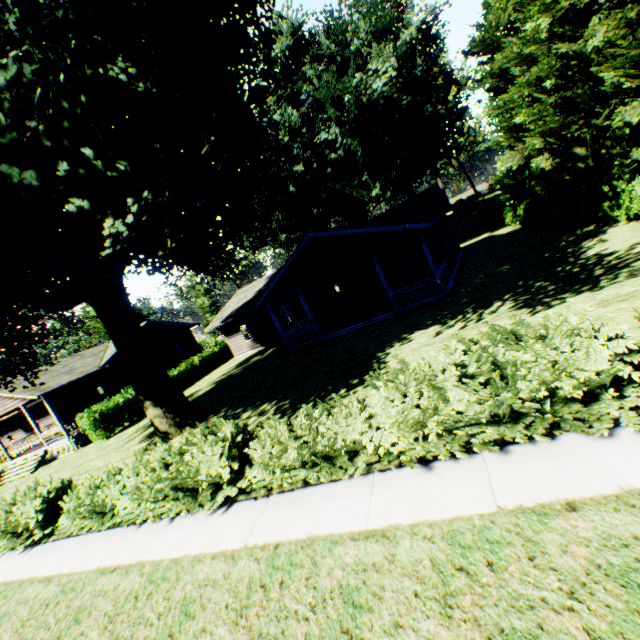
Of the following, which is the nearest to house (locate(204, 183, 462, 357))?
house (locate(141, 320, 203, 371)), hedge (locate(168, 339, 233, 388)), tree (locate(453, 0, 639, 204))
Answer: hedge (locate(168, 339, 233, 388))

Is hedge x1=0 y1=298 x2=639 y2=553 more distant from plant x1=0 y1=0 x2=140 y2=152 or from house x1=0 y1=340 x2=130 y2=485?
house x1=0 y1=340 x2=130 y2=485

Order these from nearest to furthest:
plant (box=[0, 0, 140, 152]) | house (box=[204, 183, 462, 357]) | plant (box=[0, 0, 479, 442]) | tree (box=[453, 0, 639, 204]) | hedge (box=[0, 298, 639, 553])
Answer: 1. hedge (box=[0, 298, 639, 553])
2. plant (box=[0, 0, 140, 152])
3. plant (box=[0, 0, 479, 442])
4. tree (box=[453, 0, 639, 204])
5. house (box=[204, 183, 462, 357])

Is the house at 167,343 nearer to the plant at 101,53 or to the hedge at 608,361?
the plant at 101,53

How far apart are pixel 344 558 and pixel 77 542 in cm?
825

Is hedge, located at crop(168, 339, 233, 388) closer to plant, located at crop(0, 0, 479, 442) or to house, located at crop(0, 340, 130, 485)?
house, located at crop(0, 340, 130, 485)

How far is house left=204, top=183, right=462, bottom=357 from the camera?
16.4 meters

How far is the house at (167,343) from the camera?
30.4 meters
